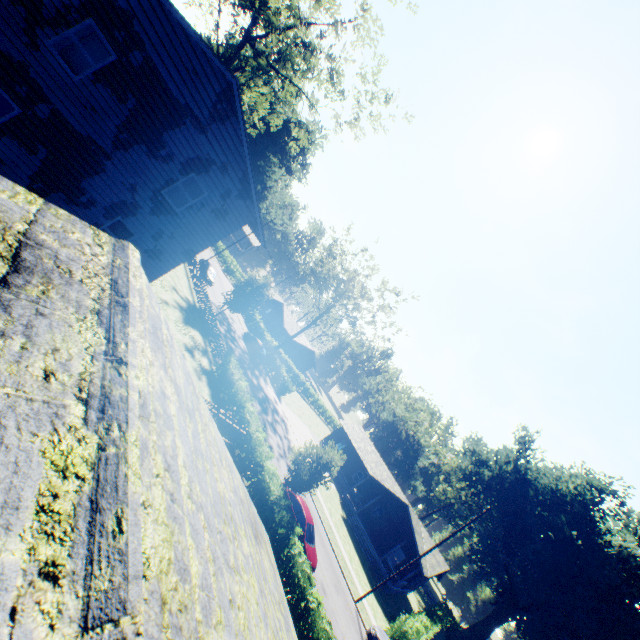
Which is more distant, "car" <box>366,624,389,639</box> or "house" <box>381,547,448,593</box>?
"house" <box>381,547,448,593</box>

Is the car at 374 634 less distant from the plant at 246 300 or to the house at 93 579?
the plant at 246 300

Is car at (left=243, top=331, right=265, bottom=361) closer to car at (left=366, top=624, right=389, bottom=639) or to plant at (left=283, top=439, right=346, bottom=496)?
plant at (left=283, top=439, right=346, bottom=496)

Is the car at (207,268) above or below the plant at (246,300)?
below

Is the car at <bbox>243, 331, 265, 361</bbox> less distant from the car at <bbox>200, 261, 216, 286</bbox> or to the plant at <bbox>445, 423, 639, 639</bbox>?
the car at <bbox>200, 261, 216, 286</bbox>

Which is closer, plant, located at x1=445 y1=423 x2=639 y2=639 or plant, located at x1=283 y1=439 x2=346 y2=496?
plant, located at x1=283 y1=439 x2=346 y2=496

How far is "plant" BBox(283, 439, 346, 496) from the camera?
19.1m

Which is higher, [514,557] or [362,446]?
[514,557]
